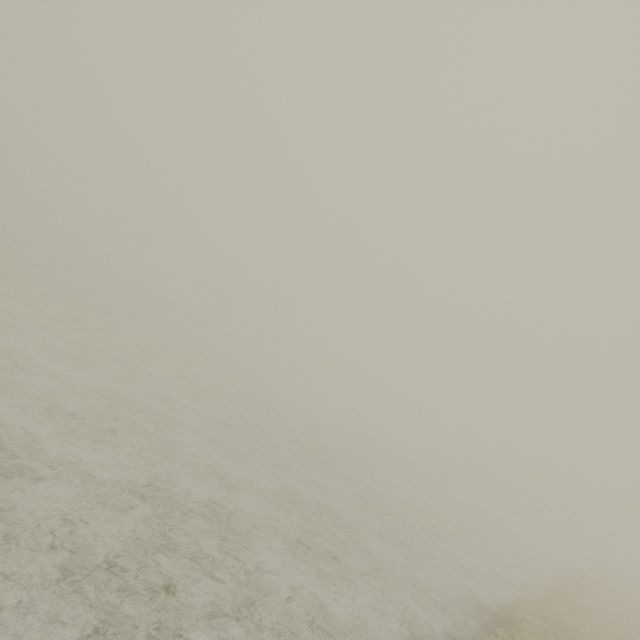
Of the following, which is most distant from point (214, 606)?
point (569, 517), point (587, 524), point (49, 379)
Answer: point (587, 524)
